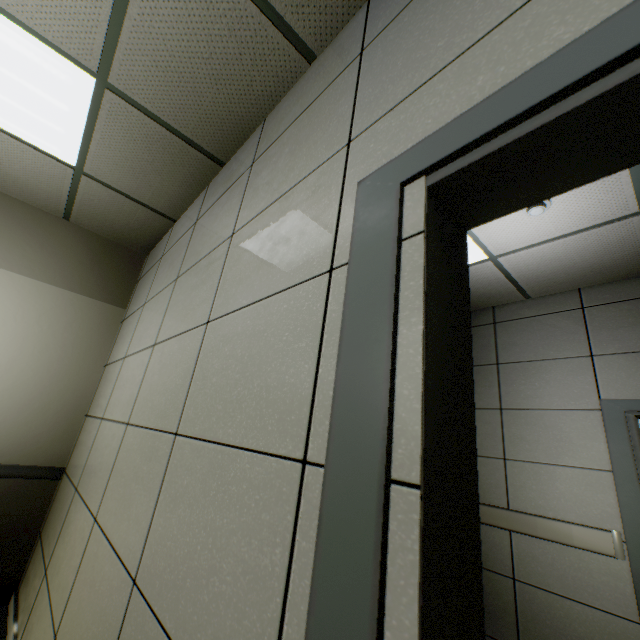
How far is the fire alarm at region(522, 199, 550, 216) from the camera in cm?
220

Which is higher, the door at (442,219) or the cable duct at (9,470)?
the door at (442,219)

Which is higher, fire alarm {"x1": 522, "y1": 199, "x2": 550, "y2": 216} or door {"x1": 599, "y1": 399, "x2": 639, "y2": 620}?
fire alarm {"x1": 522, "y1": 199, "x2": 550, "y2": 216}

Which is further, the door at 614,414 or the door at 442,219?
the door at 614,414

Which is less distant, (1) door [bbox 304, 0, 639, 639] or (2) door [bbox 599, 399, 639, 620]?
(1) door [bbox 304, 0, 639, 639]

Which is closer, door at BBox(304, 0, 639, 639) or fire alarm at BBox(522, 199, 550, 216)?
door at BBox(304, 0, 639, 639)

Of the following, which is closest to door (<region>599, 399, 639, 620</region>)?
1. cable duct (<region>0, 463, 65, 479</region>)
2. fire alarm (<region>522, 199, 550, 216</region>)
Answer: fire alarm (<region>522, 199, 550, 216</region>)

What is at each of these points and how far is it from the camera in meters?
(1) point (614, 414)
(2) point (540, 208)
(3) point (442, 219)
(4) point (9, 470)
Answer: (1) door, 2.7
(2) fire alarm, 2.2
(3) door, 0.8
(4) cable duct, 2.7
